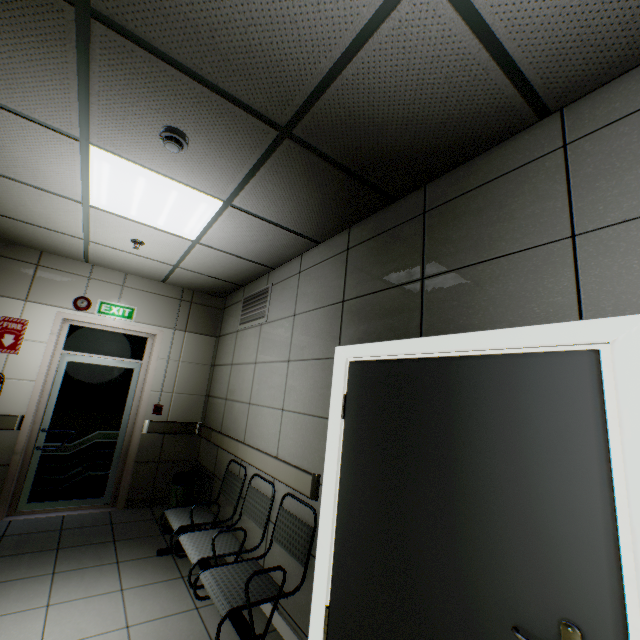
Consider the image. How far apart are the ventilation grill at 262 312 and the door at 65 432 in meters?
1.7

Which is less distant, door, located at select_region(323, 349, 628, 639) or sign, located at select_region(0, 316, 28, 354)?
door, located at select_region(323, 349, 628, 639)

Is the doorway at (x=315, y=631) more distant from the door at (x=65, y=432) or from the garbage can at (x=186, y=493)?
the door at (x=65, y=432)

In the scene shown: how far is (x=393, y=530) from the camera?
1.82m

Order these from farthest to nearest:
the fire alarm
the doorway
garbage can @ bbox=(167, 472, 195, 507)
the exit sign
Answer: the exit sign → garbage can @ bbox=(167, 472, 195, 507) → the fire alarm → the doorway

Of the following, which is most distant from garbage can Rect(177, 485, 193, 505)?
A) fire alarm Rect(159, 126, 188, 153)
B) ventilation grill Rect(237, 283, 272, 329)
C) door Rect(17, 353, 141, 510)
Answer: fire alarm Rect(159, 126, 188, 153)

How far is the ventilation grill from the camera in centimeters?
402cm

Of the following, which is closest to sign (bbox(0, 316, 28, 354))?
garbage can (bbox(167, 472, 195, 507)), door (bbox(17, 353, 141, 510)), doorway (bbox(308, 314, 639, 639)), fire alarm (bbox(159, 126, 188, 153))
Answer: door (bbox(17, 353, 141, 510))
